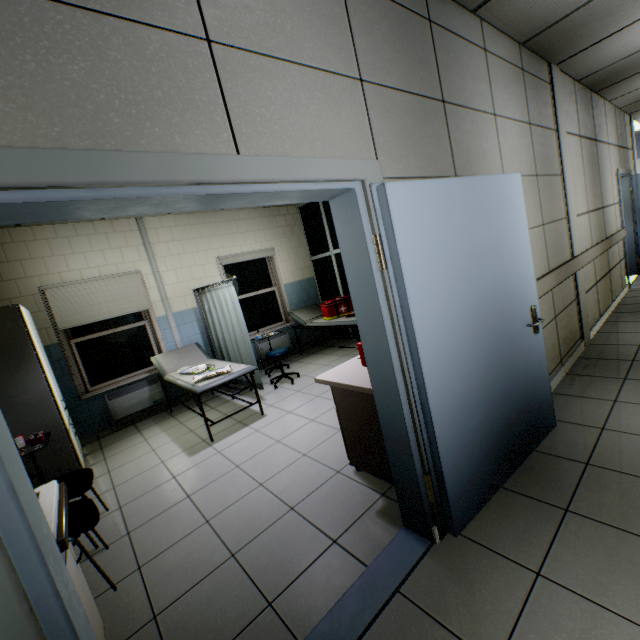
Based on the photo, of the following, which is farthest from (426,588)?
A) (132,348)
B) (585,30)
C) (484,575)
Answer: (132,348)

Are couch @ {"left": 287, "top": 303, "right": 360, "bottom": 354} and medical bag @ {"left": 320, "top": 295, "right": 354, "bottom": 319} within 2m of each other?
yes

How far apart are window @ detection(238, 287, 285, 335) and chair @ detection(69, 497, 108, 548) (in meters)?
4.37

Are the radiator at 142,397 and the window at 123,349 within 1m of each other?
yes

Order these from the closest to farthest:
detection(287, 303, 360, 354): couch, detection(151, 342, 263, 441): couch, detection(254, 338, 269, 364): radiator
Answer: detection(151, 342, 263, 441): couch → detection(287, 303, 360, 354): couch → detection(254, 338, 269, 364): radiator

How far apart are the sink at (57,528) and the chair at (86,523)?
0.32m

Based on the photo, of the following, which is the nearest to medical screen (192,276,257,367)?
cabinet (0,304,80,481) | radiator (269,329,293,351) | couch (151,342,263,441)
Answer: couch (151,342,263,441)

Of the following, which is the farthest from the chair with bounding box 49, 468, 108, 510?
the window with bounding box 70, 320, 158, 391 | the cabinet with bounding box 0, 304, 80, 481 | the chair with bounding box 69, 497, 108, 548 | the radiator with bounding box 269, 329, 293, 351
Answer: the radiator with bounding box 269, 329, 293, 351
